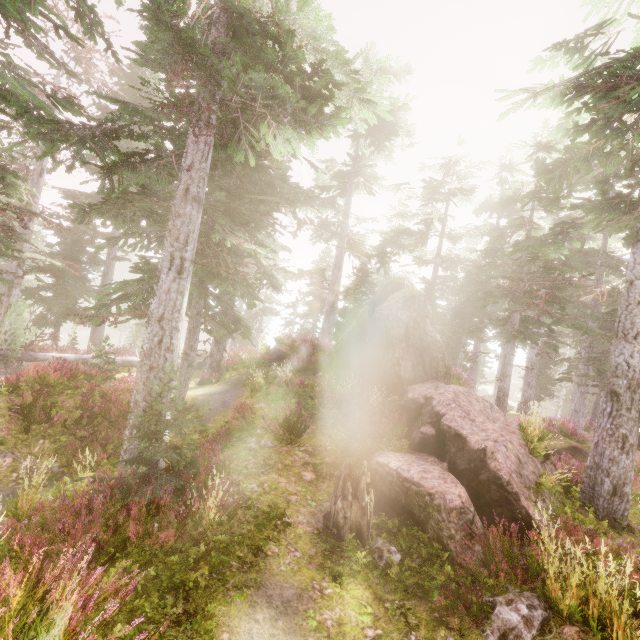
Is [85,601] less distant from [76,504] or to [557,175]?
[76,504]

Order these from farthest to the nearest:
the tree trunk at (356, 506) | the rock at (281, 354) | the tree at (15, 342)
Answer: the rock at (281, 354) → the tree at (15, 342) → the tree trunk at (356, 506)

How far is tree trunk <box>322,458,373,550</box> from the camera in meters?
6.7 m

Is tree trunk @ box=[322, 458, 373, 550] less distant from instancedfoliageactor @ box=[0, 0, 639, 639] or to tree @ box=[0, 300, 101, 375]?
instancedfoliageactor @ box=[0, 0, 639, 639]

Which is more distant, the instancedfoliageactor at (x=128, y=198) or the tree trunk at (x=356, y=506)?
the tree trunk at (x=356, y=506)

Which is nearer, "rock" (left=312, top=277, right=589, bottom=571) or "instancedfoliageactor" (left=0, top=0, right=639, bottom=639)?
"instancedfoliageactor" (left=0, top=0, right=639, bottom=639)

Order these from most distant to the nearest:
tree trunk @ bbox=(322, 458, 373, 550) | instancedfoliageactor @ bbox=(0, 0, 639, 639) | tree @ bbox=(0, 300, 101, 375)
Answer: tree @ bbox=(0, 300, 101, 375) < tree trunk @ bbox=(322, 458, 373, 550) < instancedfoliageactor @ bbox=(0, 0, 639, 639)

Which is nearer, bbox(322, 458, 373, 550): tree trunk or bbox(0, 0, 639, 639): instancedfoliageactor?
bbox(0, 0, 639, 639): instancedfoliageactor
